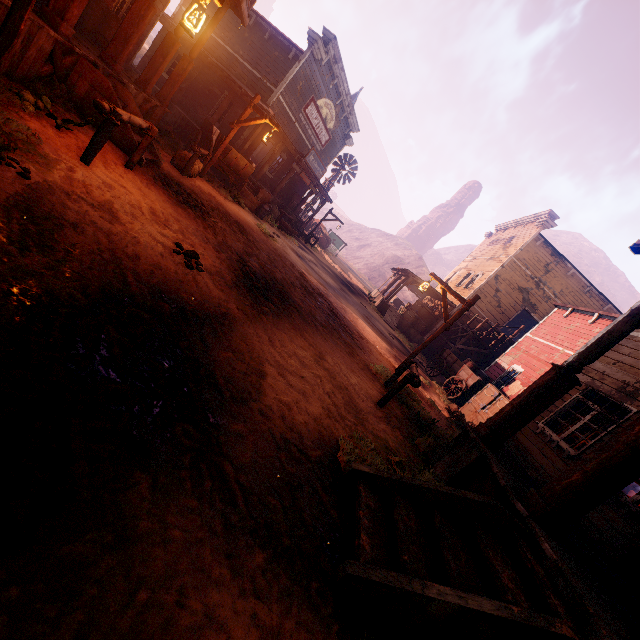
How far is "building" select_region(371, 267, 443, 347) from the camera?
22.7 meters

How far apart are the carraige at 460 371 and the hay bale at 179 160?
13.07m

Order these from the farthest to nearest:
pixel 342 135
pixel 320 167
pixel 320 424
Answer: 1. pixel 342 135
2. pixel 320 167
3. pixel 320 424

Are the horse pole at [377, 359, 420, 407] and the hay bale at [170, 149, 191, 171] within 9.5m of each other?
yes

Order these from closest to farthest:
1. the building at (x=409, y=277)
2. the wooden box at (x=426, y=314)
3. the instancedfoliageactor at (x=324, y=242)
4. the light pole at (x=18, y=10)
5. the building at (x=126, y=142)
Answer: the light pole at (x=18, y=10) < the building at (x=126, y=142) < the building at (x=409, y=277) < the wooden box at (x=426, y=314) < the instancedfoliageactor at (x=324, y=242)

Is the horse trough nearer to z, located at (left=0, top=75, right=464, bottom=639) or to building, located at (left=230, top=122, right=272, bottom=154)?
z, located at (left=0, top=75, right=464, bottom=639)

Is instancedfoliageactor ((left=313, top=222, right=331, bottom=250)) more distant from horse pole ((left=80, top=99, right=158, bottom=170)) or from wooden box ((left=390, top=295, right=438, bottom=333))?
horse pole ((left=80, top=99, right=158, bottom=170))

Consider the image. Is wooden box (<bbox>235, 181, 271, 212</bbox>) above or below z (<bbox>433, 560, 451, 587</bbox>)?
above
